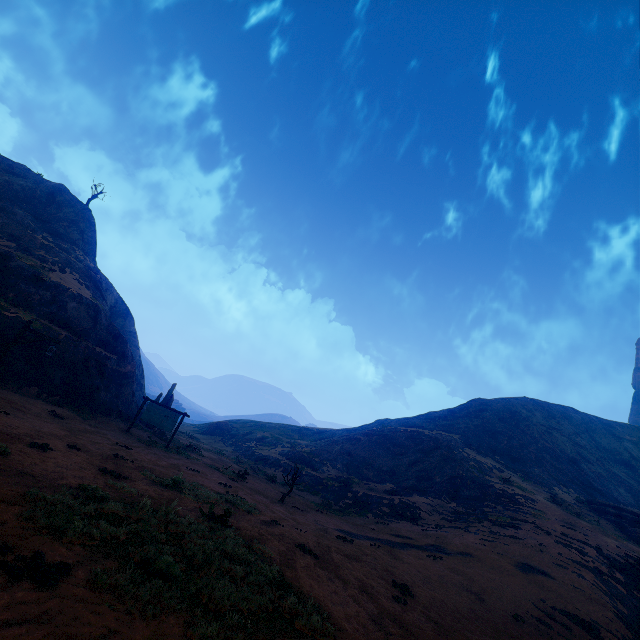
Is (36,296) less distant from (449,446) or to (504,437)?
(449,446)

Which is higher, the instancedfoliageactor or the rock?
the rock

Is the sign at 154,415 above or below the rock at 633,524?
below

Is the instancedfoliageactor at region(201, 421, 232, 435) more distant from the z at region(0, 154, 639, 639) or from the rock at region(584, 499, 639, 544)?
the rock at region(584, 499, 639, 544)

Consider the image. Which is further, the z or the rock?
the rock

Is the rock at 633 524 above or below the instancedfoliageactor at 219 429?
above

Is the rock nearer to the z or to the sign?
the z

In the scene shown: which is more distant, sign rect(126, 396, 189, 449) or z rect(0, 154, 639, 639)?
sign rect(126, 396, 189, 449)
